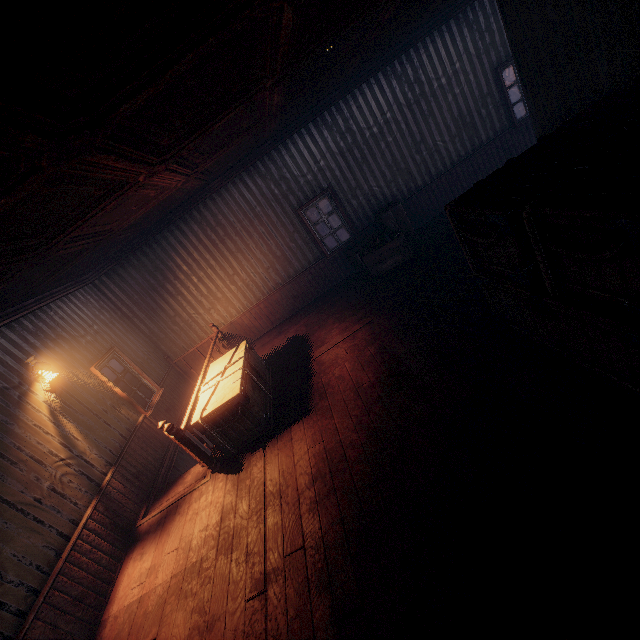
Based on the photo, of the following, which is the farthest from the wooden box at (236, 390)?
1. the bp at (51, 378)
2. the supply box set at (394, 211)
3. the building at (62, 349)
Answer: the supply box set at (394, 211)

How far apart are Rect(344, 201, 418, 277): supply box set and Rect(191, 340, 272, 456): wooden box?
3.3 meters

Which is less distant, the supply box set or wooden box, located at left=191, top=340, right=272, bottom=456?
wooden box, located at left=191, top=340, right=272, bottom=456

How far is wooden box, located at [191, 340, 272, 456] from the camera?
5.2 meters

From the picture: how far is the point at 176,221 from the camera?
8.0 meters

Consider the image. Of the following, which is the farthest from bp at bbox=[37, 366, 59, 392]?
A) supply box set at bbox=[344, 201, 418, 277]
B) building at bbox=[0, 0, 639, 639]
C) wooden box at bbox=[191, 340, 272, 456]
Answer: supply box set at bbox=[344, 201, 418, 277]

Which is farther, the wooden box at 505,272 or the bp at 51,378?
the bp at 51,378

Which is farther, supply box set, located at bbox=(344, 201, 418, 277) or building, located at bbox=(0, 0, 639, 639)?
supply box set, located at bbox=(344, 201, 418, 277)
